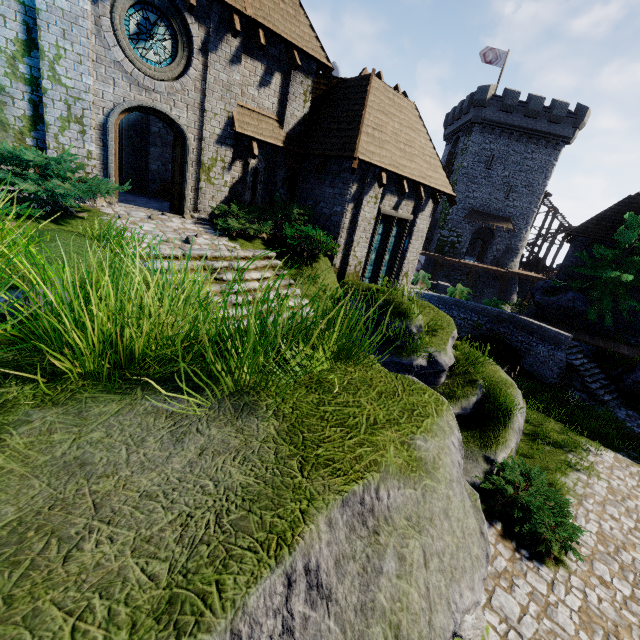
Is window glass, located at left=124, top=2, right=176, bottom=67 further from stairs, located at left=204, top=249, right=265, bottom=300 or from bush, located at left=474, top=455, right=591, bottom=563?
bush, located at left=474, top=455, right=591, bottom=563

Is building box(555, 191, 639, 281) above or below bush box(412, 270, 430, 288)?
above

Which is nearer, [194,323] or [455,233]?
[194,323]

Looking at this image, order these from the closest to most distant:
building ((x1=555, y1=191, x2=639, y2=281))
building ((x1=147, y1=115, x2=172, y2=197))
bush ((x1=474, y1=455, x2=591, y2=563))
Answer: bush ((x1=474, y1=455, x2=591, y2=563)) < building ((x1=147, y1=115, x2=172, y2=197)) < building ((x1=555, y1=191, x2=639, y2=281))

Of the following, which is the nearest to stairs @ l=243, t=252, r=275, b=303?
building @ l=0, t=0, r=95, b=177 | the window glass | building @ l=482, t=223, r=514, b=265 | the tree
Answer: building @ l=0, t=0, r=95, b=177

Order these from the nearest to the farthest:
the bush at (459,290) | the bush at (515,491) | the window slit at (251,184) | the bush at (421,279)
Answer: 1. the bush at (515,491)
2. the window slit at (251,184)
3. the bush at (459,290)
4. the bush at (421,279)

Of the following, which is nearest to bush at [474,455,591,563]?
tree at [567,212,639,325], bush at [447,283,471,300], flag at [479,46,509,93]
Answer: bush at [447,283,471,300]

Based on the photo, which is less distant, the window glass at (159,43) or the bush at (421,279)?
the window glass at (159,43)
